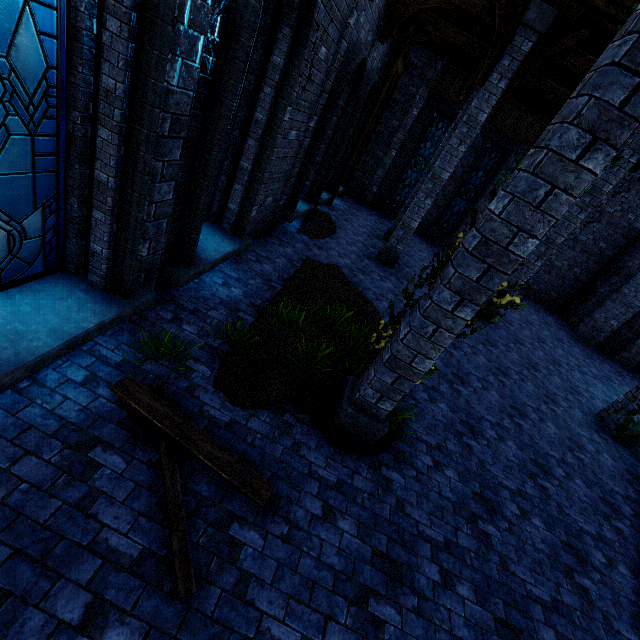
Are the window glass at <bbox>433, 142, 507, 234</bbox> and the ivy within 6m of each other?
no

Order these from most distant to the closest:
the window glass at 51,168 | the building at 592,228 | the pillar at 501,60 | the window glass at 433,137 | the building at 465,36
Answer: the window glass at 433,137 → the building at 592,228 → the building at 465,36 → the pillar at 501,60 → the window glass at 51,168

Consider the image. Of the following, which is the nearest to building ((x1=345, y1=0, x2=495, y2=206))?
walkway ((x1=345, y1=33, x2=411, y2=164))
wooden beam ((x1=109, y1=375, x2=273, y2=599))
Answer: walkway ((x1=345, y1=33, x2=411, y2=164))

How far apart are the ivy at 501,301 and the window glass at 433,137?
15.4m

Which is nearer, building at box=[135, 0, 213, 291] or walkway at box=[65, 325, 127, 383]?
building at box=[135, 0, 213, 291]

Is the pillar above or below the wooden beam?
above

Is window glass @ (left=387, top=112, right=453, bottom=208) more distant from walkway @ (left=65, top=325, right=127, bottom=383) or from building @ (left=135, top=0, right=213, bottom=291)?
walkway @ (left=65, top=325, right=127, bottom=383)

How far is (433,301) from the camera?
3.40m
